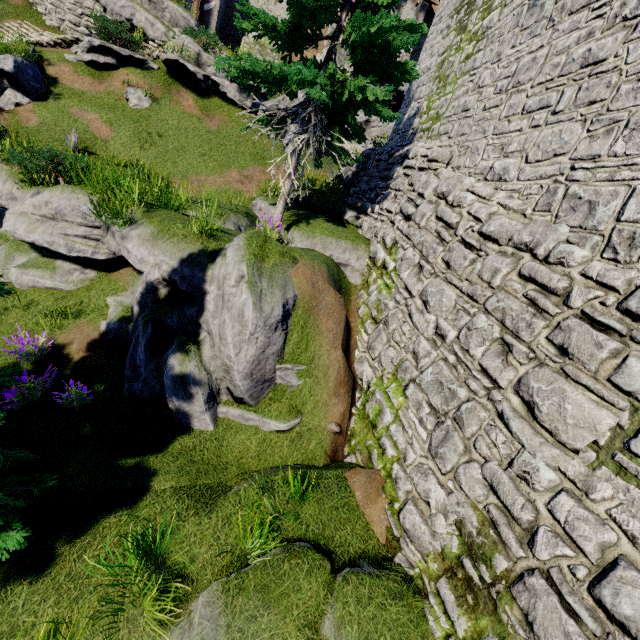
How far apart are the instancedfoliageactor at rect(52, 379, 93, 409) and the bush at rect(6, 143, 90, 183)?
6.4m

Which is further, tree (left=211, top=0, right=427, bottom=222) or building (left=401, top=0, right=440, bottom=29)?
building (left=401, top=0, right=440, bottom=29)

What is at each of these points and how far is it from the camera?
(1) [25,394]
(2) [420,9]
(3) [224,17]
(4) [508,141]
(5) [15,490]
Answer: (1) instancedfoliageactor, 5.4m
(2) building, 22.4m
(3) building, 28.3m
(4) building tower, 5.9m
(5) tree, 3.8m

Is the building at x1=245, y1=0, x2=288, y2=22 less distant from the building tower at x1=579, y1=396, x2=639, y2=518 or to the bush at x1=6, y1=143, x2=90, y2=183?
the building tower at x1=579, y1=396, x2=639, y2=518

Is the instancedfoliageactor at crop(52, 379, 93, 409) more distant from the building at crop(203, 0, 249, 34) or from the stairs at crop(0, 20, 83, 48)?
the building at crop(203, 0, 249, 34)

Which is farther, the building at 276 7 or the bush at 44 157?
the building at 276 7

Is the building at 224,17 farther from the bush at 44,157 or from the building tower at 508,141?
the bush at 44,157

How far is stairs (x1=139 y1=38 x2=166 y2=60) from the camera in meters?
16.5
